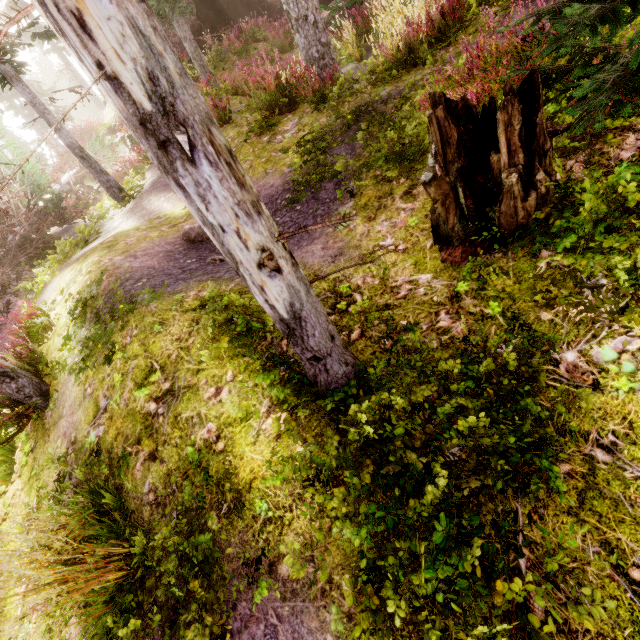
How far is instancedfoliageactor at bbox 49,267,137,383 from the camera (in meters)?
3.82

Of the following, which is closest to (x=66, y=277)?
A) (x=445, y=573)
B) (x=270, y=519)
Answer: (x=270, y=519)

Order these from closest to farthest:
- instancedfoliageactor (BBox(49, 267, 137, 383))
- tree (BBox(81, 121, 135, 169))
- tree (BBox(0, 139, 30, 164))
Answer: instancedfoliageactor (BBox(49, 267, 137, 383)) < tree (BBox(0, 139, 30, 164)) < tree (BBox(81, 121, 135, 169))

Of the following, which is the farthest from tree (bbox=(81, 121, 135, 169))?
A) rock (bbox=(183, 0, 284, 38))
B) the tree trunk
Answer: the tree trunk

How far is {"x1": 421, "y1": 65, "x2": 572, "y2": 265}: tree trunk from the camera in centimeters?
249cm

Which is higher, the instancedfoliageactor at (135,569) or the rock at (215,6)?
the rock at (215,6)

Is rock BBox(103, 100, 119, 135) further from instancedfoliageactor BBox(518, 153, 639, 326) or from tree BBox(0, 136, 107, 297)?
tree BBox(0, 136, 107, 297)

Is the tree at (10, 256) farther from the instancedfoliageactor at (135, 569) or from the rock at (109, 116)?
the rock at (109, 116)
